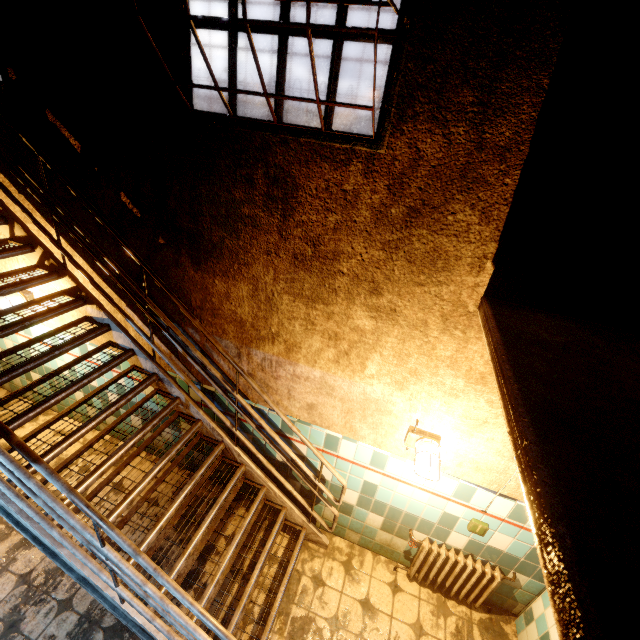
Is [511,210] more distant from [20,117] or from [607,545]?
[20,117]

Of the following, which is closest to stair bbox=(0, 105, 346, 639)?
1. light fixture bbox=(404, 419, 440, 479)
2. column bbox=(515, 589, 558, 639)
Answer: light fixture bbox=(404, 419, 440, 479)

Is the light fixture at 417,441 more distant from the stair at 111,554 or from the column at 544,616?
the column at 544,616

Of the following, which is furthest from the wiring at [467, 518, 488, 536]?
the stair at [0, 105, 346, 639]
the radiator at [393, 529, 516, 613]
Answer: the stair at [0, 105, 346, 639]

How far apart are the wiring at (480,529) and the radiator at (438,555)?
0.33m

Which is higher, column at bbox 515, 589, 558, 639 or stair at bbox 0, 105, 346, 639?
stair at bbox 0, 105, 346, 639

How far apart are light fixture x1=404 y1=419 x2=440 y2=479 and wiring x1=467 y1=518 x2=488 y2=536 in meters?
0.8

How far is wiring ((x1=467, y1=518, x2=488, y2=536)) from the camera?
2.8 meters
